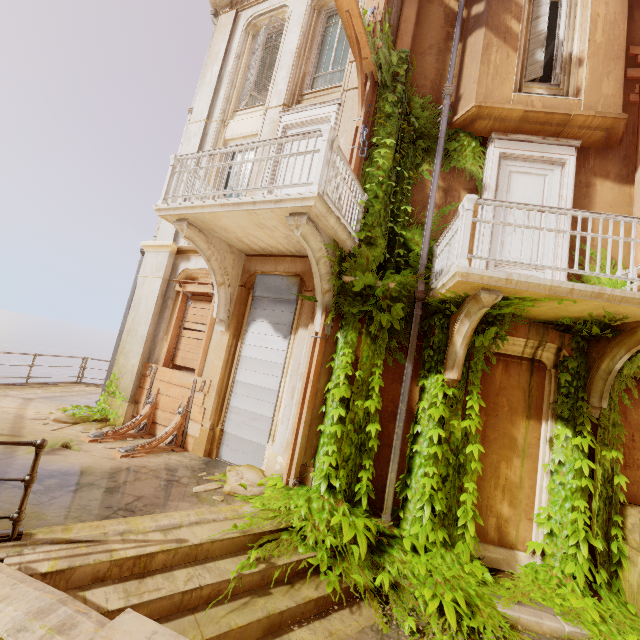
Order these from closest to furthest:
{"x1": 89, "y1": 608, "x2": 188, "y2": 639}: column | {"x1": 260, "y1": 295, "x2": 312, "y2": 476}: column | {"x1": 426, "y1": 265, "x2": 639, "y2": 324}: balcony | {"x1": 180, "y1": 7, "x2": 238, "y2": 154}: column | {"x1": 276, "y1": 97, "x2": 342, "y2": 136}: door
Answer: {"x1": 89, "y1": 608, "x2": 188, "y2": 639}: column
{"x1": 426, "y1": 265, "x2": 639, "y2": 324}: balcony
{"x1": 260, "y1": 295, "x2": 312, "y2": 476}: column
{"x1": 276, "y1": 97, "x2": 342, "y2": 136}: door
{"x1": 180, "y1": 7, "x2": 238, "y2": 154}: column

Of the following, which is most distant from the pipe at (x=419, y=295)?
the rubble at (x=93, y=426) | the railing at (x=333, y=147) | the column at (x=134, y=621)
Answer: the rubble at (x=93, y=426)

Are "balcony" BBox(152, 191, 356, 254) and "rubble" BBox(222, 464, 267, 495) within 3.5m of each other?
no

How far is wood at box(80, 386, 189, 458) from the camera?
6.21m

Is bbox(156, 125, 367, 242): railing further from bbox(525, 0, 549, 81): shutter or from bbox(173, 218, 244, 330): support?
bbox(525, 0, 549, 81): shutter

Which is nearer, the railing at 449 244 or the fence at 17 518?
the fence at 17 518

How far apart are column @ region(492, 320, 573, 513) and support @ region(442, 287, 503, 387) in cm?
34

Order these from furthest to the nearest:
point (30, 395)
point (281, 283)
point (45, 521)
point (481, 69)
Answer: point (30, 395) → point (281, 283) → point (481, 69) → point (45, 521)
